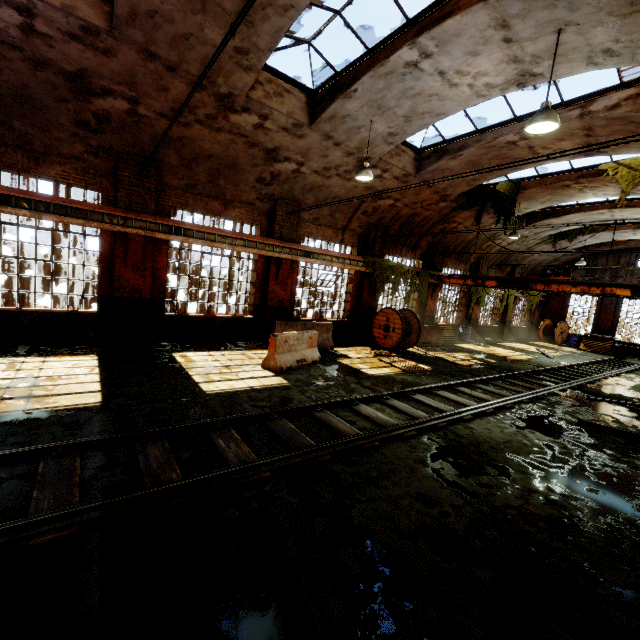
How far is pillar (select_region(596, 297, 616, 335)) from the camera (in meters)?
23.66

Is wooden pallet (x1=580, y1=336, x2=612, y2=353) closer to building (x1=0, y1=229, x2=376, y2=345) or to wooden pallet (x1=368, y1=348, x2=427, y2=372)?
building (x1=0, y1=229, x2=376, y2=345)

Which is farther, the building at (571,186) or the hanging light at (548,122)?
the building at (571,186)

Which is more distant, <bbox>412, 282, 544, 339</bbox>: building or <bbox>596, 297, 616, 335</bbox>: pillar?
<bbox>596, 297, 616, 335</bbox>: pillar

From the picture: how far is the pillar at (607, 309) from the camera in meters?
23.7 m

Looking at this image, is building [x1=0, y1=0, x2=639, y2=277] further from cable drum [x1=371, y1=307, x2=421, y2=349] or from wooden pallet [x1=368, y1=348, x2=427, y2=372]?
wooden pallet [x1=368, y1=348, x2=427, y2=372]

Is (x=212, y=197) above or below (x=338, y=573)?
above

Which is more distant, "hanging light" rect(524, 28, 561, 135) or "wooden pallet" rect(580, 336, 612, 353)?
"wooden pallet" rect(580, 336, 612, 353)
